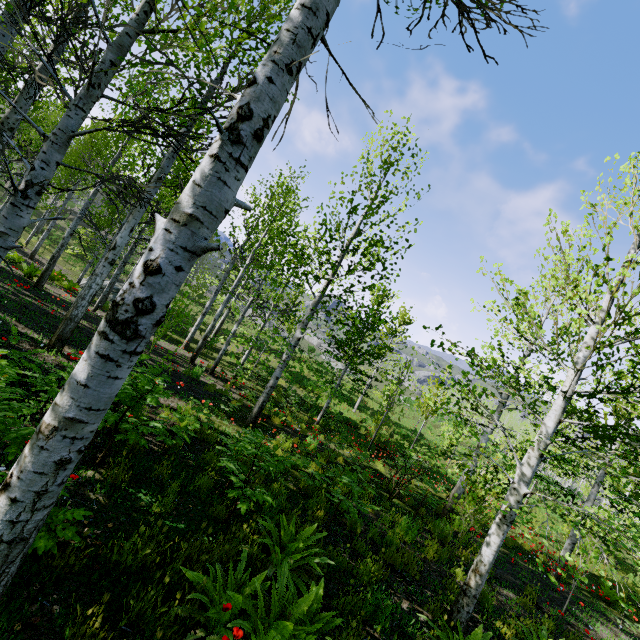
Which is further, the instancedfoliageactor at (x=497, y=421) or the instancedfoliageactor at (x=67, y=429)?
the instancedfoliageactor at (x=497, y=421)

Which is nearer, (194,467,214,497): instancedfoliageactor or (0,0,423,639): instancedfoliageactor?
(0,0,423,639): instancedfoliageactor

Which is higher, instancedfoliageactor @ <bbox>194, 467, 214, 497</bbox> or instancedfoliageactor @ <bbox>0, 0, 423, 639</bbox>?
instancedfoliageactor @ <bbox>0, 0, 423, 639</bbox>

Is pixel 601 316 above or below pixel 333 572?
above

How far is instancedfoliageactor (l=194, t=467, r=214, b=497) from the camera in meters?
4.5 m

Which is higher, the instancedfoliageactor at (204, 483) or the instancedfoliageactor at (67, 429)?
the instancedfoliageactor at (67, 429)
